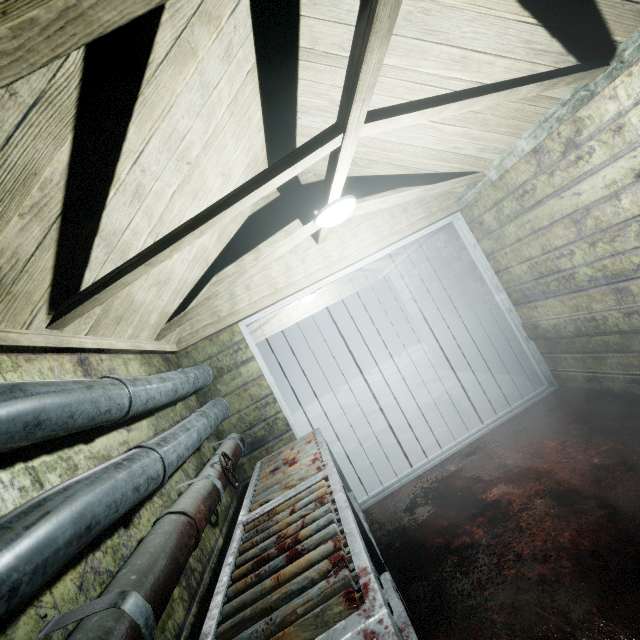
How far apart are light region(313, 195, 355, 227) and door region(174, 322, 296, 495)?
1.01m

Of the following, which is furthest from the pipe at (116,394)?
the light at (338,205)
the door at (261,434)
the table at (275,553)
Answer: the light at (338,205)

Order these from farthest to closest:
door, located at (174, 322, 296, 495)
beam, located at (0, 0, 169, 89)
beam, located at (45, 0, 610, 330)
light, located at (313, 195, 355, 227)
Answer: door, located at (174, 322, 296, 495), light, located at (313, 195, 355, 227), beam, located at (45, 0, 610, 330), beam, located at (0, 0, 169, 89)

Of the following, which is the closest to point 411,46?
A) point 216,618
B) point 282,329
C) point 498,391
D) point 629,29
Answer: point 629,29

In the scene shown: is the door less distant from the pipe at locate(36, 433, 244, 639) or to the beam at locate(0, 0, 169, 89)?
the pipe at locate(36, 433, 244, 639)

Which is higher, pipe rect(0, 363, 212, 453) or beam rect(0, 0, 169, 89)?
beam rect(0, 0, 169, 89)

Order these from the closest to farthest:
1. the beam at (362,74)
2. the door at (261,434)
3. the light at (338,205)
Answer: the beam at (362,74), the light at (338,205), the door at (261,434)

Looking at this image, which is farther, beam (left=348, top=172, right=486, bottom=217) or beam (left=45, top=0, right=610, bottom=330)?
beam (left=348, top=172, right=486, bottom=217)
